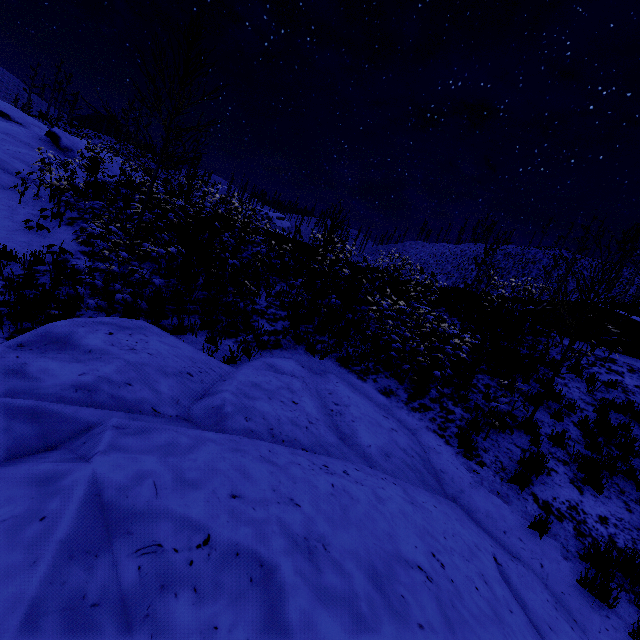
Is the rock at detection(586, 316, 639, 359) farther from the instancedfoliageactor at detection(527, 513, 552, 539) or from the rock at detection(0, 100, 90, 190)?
the rock at detection(0, 100, 90, 190)

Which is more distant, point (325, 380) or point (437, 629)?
point (325, 380)

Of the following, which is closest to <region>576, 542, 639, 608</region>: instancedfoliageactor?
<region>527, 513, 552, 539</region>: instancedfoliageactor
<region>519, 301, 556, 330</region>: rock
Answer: <region>527, 513, 552, 539</region>: instancedfoliageactor

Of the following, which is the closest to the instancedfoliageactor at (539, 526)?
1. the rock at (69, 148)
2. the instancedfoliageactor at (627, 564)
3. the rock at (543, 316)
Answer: the instancedfoliageactor at (627, 564)

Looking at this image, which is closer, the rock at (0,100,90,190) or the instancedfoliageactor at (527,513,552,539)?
the instancedfoliageactor at (527,513,552,539)

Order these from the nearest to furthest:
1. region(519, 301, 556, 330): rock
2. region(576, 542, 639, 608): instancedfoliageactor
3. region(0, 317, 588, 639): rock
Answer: region(0, 317, 588, 639): rock, region(576, 542, 639, 608): instancedfoliageactor, region(519, 301, 556, 330): rock

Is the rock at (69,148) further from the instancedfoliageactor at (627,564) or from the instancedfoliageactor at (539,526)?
the instancedfoliageactor at (627,564)

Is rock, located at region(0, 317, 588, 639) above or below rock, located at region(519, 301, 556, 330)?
below
